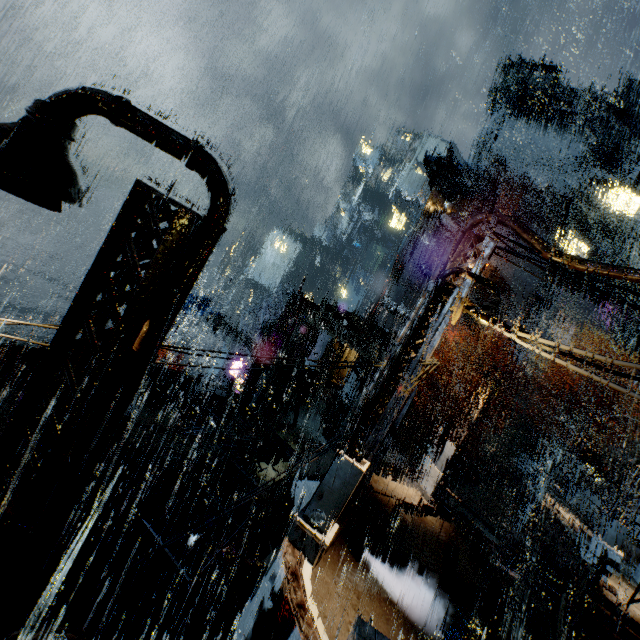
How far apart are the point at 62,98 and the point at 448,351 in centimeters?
5081cm

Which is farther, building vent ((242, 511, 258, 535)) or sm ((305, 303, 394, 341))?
sm ((305, 303, 394, 341))

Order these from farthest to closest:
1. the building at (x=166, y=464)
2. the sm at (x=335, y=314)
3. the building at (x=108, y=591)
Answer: the sm at (x=335, y=314)
the building at (x=108, y=591)
the building at (x=166, y=464)

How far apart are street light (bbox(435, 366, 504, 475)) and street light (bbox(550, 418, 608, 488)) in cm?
1419

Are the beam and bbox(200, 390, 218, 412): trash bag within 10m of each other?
yes

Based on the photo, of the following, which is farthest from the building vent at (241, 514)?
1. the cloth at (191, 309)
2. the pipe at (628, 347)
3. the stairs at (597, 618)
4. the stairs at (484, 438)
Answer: the pipe at (628, 347)

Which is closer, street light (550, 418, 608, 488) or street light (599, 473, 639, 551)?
street light (599, 473, 639, 551)

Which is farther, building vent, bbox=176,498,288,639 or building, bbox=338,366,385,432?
building vent, bbox=176,498,288,639
